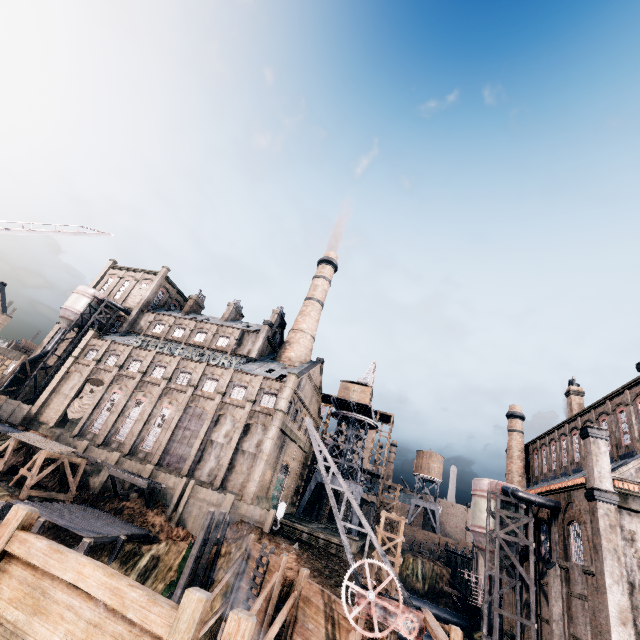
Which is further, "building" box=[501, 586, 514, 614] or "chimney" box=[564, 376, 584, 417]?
"chimney" box=[564, 376, 584, 417]

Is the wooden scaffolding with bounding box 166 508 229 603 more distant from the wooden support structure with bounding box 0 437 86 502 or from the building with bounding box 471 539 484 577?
the wooden support structure with bounding box 0 437 86 502

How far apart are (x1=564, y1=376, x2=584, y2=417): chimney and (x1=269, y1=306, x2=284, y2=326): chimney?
43.5m

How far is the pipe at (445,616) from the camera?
45.5m

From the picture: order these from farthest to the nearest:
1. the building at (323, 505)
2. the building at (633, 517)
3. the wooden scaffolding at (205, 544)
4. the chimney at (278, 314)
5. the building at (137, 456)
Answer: the chimney at (278, 314)
the building at (323, 505)
the building at (137, 456)
the wooden scaffolding at (205, 544)
the building at (633, 517)

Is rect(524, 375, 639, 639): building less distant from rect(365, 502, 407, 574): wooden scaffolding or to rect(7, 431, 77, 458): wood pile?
rect(7, 431, 77, 458): wood pile

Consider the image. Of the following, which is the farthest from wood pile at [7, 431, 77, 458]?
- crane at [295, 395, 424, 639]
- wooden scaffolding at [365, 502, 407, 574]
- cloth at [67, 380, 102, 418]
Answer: wooden scaffolding at [365, 502, 407, 574]

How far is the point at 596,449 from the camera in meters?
24.2 m
